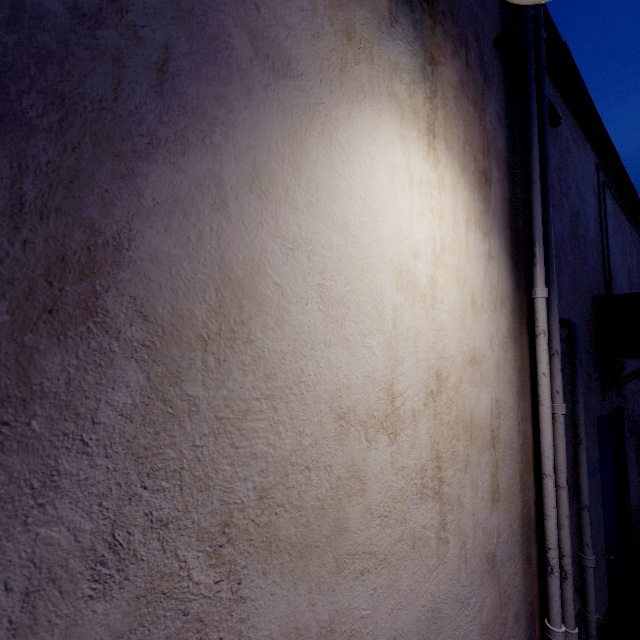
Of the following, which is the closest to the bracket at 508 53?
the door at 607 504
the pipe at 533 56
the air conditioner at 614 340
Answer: the pipe at 533 56

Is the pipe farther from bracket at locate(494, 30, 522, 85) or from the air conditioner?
the air conditioner

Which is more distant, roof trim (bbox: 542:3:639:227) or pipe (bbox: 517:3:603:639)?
roof trim (bbox: 542:3:639:227)

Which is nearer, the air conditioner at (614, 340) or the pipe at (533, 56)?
the pipe at (533, 56)

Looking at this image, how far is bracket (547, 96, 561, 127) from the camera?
2.2 meters

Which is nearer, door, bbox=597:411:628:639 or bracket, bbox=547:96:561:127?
bracket, bbox=547:96:561:127

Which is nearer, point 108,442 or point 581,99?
point 108,442
